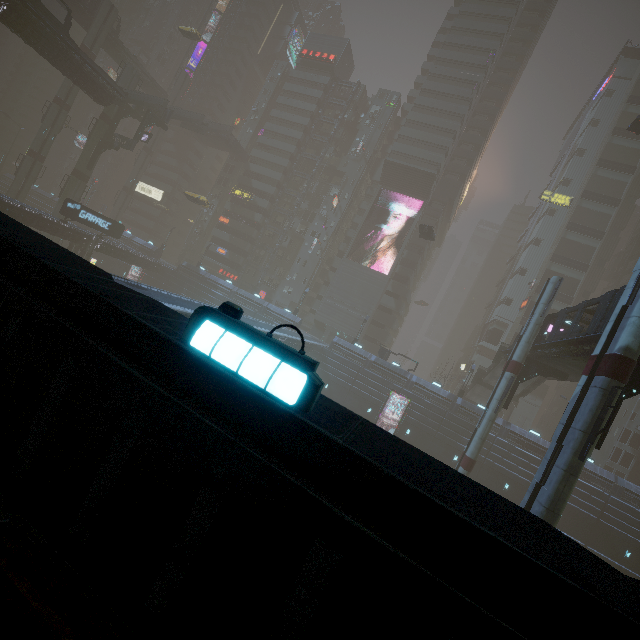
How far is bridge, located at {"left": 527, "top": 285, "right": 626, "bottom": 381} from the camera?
18.8 meters

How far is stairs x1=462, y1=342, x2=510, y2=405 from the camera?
37.8m

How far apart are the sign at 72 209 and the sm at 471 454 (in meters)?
47.29

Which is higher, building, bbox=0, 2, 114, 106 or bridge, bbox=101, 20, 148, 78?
bridge, bbox=101, 20, 148, 78

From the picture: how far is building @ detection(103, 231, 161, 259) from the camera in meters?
57.1 m

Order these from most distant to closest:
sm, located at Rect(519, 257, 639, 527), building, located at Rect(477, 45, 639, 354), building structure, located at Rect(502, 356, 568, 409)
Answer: building, located at Rect(477, 45, 639, 354) → building structure, located at Rect(502, 356, 568, 409) → sm, located at Rect(519, 257, 639, 527)

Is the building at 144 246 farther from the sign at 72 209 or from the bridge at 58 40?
the sign at 72 209

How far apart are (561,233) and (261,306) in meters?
51.7
